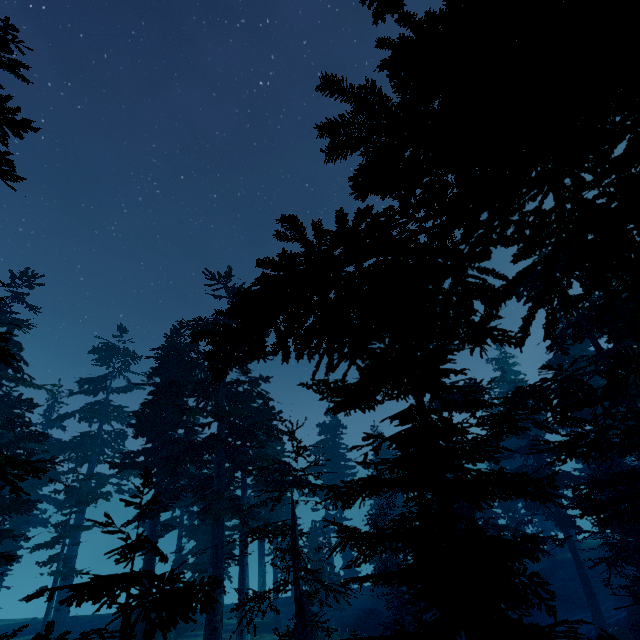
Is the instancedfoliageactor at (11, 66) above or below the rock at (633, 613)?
above

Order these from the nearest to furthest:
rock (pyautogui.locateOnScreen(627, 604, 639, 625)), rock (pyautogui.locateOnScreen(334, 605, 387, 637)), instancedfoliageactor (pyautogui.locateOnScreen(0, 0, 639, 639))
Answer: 1. instancedfoliageactor (pyautogui.locateOnScreen(0, 0, 639, 639))
2. rock (pyautogui.locateOnScreen(627, 604, 639, 625))
3. rock (pyautogui.locateOnScreen(334, 605, 387, 637))

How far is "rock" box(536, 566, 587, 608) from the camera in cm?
2777

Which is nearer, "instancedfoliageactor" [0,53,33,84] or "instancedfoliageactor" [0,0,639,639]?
"instancedfoliageactor" [0,0,639,639]

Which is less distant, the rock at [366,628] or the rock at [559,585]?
the rock at [366,628]

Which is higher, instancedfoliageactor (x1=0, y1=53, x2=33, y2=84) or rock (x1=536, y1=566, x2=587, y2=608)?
instancedfoliageactor (x1=0, y1=53, x2=33, y2=84)

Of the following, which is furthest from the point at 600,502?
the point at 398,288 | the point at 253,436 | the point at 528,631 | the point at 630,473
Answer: the point at 253,436

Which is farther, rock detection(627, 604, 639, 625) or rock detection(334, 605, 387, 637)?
rock detection(334, 605, 387, 637)
